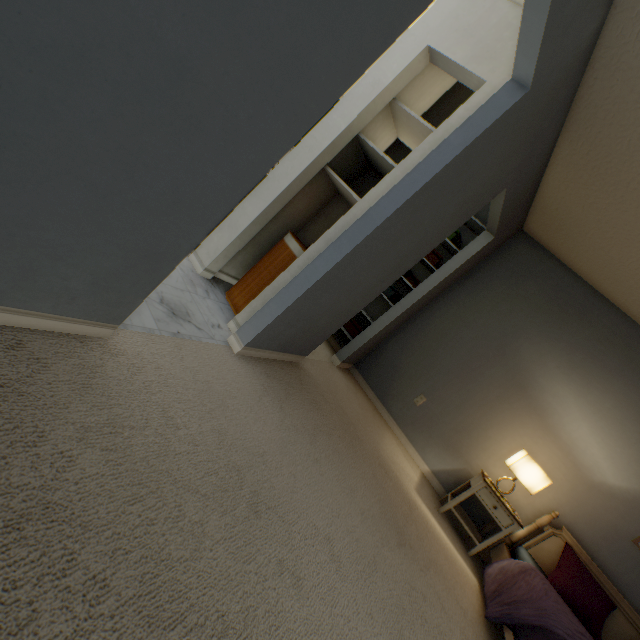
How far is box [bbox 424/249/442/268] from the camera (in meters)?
3.56

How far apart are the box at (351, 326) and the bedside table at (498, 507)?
1.84m

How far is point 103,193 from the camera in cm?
85

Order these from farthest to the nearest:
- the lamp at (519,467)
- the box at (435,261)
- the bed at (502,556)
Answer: the box at (435,261) → the lamp at (519,467) → the bed at (502,556)

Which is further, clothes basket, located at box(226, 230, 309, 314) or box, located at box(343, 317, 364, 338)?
box, located at box(343, 317, 364, 338)

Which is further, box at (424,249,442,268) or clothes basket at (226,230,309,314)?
box at (424,249,442,268)

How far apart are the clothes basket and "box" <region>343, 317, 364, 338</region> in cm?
163

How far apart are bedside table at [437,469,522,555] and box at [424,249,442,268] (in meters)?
2.19
